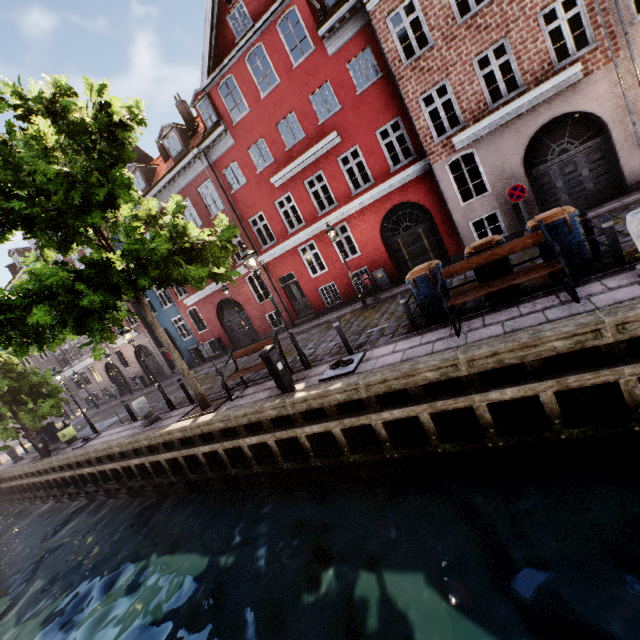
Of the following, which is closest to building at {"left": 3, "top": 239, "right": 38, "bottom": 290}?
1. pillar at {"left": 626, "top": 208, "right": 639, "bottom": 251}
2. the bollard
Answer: the bollard

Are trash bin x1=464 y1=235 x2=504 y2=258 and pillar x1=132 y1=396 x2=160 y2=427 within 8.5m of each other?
no

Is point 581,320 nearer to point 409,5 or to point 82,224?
point 82,224

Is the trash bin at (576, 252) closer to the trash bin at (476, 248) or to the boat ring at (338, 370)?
the trash bin at (476, 248)

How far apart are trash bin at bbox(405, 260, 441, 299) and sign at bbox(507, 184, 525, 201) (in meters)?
5.10

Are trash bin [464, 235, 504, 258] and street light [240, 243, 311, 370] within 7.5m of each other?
yes

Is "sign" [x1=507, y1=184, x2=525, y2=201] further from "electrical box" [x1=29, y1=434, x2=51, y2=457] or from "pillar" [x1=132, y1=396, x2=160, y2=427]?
"electrical box" [x1=29, y1=434, x2=51, y2=457]

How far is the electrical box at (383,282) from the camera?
15.3m
